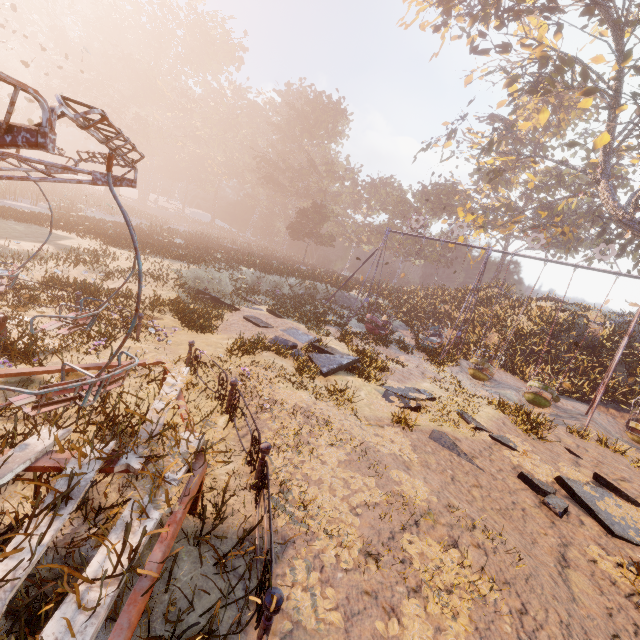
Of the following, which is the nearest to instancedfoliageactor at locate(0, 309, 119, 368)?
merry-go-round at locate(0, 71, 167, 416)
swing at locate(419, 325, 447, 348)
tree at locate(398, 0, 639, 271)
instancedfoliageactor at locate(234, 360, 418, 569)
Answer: merry-go-round at locate(0, 71, 167, 416)

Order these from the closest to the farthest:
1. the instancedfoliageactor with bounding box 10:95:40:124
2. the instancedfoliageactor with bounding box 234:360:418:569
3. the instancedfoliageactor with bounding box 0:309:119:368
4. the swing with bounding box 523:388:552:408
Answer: the instancedfoliageactor with bounding box 234:360:418:569 < the instancedfoliageactor with bounding box 0:309:119:368 < the swing with bounding box 523:388:552:408 < the instancedfoliageactor with bounding box 10:95:40:124

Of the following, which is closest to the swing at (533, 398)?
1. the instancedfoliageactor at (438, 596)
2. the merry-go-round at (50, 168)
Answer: the instancedfoliageactor at (438, 596)

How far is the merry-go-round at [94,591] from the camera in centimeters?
225cm

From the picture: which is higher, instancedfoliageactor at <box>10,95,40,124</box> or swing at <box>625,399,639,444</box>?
instancedfoliageactor at <box>10,95,40,124</box>

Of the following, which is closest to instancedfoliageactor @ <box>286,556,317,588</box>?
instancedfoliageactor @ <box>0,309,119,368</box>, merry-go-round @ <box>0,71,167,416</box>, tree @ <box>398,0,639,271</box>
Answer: merry-go-round @ <box>0,71,167,416</box>

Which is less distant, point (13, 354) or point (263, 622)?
point (263, 622)

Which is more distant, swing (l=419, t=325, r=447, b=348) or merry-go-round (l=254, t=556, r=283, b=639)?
swing (l=419, t=325, r=447, b=348)
